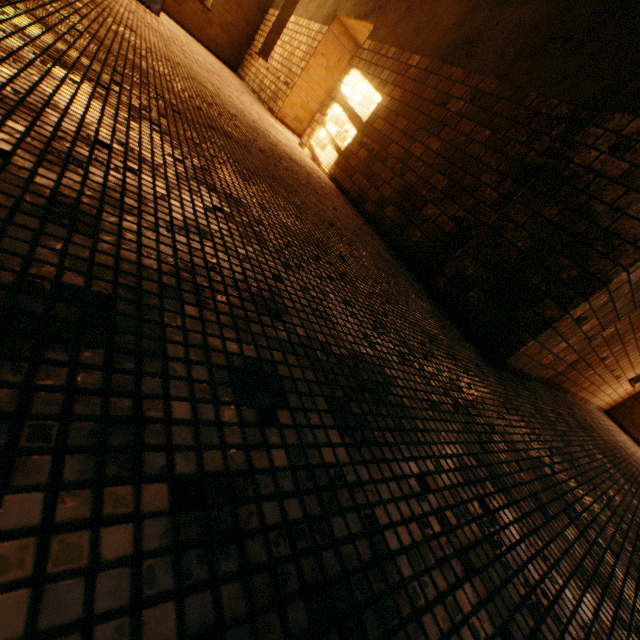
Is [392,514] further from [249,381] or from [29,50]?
[29,50]
